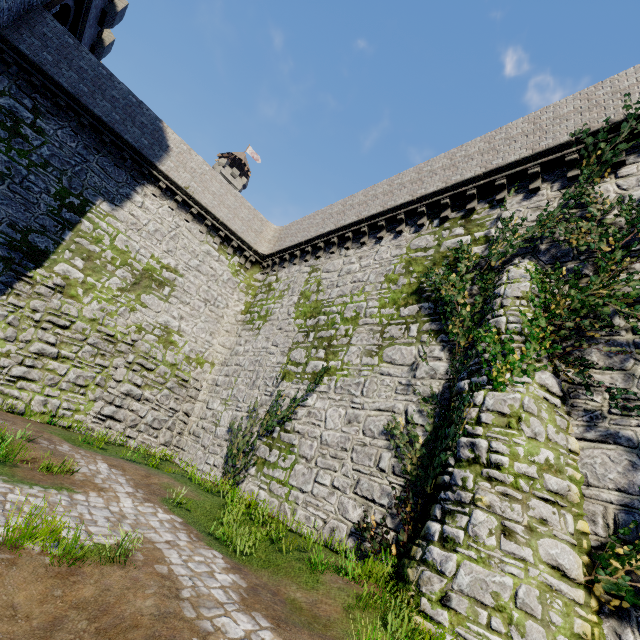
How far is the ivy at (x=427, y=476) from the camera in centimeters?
736cm

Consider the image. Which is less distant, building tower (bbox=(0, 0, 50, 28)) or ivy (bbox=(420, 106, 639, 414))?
ivy (bbox=(420, 106, 639, 414))

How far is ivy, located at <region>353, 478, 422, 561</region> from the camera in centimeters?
757cm

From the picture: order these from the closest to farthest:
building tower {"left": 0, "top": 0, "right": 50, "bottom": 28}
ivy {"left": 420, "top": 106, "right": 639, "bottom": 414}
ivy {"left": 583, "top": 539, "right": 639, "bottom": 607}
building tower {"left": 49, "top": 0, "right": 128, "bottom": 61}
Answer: ivy {"left": 583, "top": 539, "right": 639, "bottom": 607}
ivy {"left": 420, "top": 106, "right": 639, "bottom": 414}
building tower {"left": 0, "top": 0, "right": 50, "bottom": 28}
building tower {"left": 49, "top": 0, "right": 128, "bottom": 61}

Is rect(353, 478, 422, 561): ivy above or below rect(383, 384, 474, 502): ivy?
below

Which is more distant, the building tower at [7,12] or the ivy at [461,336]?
the building tower at [7,12]

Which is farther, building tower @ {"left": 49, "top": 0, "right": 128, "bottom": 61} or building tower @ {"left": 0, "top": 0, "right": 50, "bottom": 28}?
building tower @ {"left": 49, "top": 0, "right": 128, "bottom": 61}

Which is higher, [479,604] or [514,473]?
[514,473]
